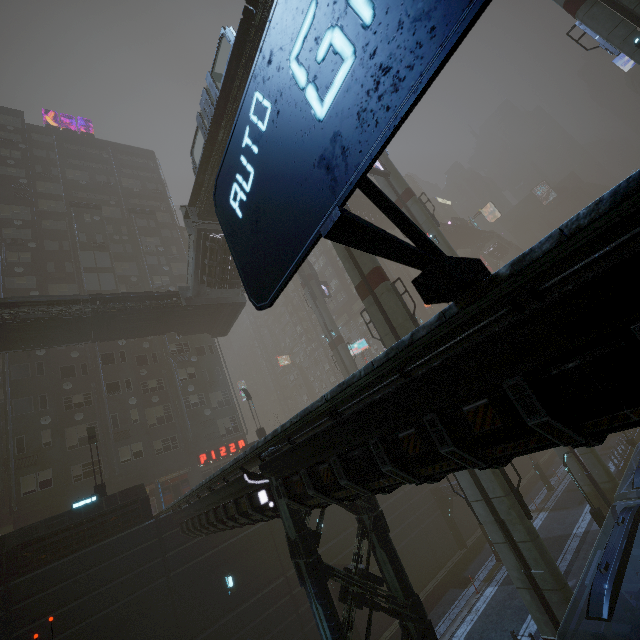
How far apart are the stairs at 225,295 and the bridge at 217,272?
0.0m

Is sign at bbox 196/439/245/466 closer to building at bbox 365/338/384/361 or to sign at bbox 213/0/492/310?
building at bbox 365/338/384/361

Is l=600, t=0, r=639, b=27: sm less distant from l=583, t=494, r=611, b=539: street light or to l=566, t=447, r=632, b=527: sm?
l=566, t=447, r=632, b=527: sm

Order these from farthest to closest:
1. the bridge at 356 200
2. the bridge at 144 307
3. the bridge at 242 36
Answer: the bridge at 356 200, the bridge at 144 307, the bridge at 242 36

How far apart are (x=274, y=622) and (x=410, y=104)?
24.5m

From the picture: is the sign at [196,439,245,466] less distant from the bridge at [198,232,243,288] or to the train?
the bridge at [198,232,243,288]

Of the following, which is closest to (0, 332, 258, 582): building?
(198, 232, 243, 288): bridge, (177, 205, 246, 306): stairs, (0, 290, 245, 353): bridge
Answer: (0, 290, 245, 353): bridge

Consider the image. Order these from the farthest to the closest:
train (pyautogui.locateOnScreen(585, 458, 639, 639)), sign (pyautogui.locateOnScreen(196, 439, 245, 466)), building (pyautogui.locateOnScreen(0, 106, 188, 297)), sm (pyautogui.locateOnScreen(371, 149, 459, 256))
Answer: building (pyautogui.locateOnScreen(0, 106, 188, 297)) → sign (pyautogui.locateOnScreen(196, 439, 245, 466)) → sm (pyautogui.locateOnScreen(371, 149, 459, 256)) → train (pyautogui.locateOnScreen(585, 458, 639, 639))
